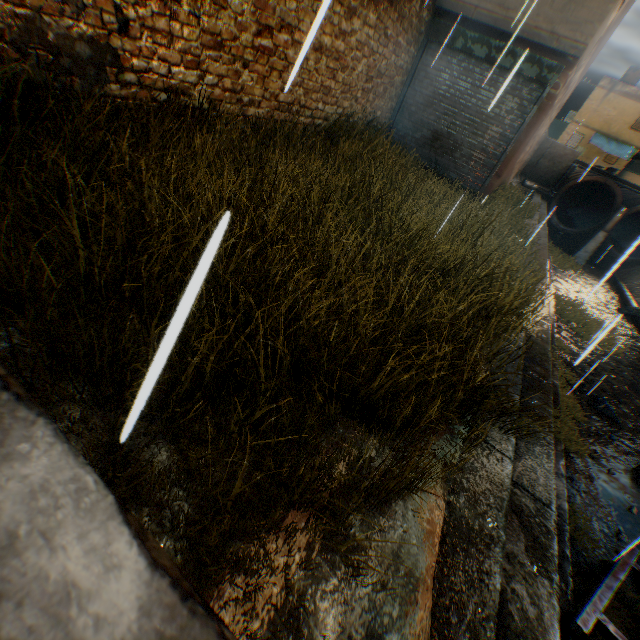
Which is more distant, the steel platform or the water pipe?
the water pipe

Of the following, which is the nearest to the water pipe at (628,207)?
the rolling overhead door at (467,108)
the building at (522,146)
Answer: the building at (522,146)

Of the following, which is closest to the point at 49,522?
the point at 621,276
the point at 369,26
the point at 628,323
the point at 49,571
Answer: the point at 49,571

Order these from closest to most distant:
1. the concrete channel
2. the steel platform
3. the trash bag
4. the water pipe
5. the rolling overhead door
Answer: the concrete channel
the steel platform
the rolling overhead door
the trash bag
the water pipe

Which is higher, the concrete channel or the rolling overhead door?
the rolling overhead door

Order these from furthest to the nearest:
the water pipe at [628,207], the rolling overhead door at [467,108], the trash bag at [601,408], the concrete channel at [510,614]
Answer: the water pipe at [628,207]
the trash bag at [601,408]
the rolling overhead door at [467,108]
the concrete channel at [510,614]

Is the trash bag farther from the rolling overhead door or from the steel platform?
the rolling overhead door

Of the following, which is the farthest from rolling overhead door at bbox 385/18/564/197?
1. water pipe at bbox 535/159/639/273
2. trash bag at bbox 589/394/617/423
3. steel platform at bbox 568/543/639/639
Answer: water pipe at bbox 535/159/639/273
